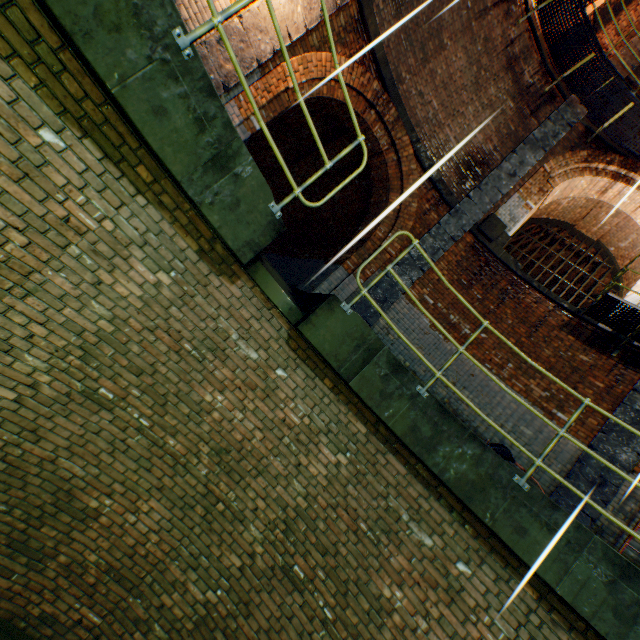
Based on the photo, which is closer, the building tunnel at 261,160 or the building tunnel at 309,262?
the building tunnel at 309,262

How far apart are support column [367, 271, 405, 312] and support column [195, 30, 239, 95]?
4.7m

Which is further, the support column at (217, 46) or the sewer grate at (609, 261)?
the sewer grate at (609, 261)

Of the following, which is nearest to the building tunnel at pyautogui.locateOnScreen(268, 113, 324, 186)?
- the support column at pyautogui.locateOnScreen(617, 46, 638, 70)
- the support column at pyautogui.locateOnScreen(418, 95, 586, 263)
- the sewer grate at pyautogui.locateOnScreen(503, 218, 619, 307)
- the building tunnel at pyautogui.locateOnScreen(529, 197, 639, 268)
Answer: the support column at pyautogui.locateOnScreen(418, 95, 586, 263)

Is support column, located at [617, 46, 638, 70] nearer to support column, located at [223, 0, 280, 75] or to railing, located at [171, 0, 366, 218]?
support column, located at [223, 0, 280, 75]

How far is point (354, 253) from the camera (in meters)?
7.71

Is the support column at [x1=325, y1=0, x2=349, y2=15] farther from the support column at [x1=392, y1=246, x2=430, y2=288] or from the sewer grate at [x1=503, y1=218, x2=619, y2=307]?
the sewer grate at [x1=503, y1=218, x2=619, y2=307]

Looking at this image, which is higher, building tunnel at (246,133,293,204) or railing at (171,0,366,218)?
building tunnel at (246,133,293,204)
